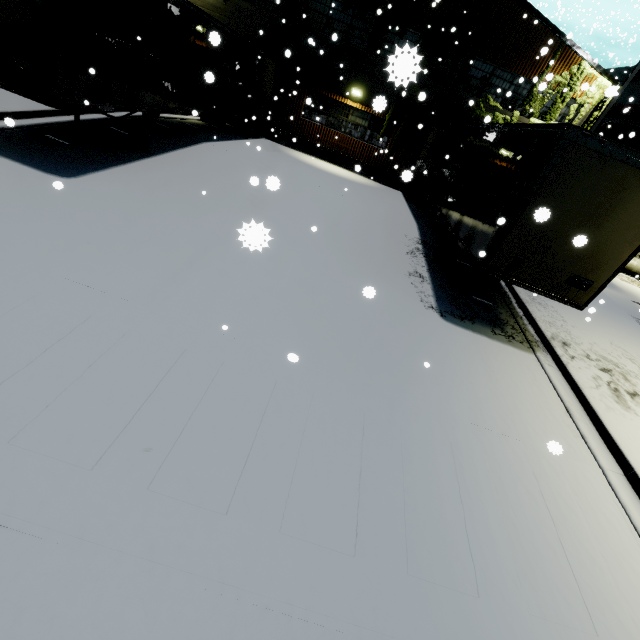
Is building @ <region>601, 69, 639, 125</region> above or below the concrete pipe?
above

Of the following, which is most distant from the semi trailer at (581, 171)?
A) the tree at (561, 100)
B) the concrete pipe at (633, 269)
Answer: the concrete pipe at (633, 269)

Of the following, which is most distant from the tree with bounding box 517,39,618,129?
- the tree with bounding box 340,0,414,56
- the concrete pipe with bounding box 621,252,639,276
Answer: the concrete pipe with bounding box 621,252,639,276

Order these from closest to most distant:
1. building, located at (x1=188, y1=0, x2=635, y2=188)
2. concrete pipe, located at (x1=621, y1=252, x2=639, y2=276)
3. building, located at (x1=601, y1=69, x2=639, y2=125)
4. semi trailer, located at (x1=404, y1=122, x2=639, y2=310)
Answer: semi trailer, located at (x1=404, y1=122, x2=639, y2=310)
building, located at (x1=188, y1=0, x2=635, y2=188)
concrete pipe, located at (x1=621, y1=252, x2=639, y2=276)
building, located at (x1=601, y1=69, x2=639, y2=125)

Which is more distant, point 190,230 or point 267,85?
point 267,85

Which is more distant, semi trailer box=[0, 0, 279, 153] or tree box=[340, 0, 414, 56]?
tree box=[340, 0, 414, 56]

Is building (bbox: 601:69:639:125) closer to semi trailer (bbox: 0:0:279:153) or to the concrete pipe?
semi trailer (bbox: 0:0:279:153)

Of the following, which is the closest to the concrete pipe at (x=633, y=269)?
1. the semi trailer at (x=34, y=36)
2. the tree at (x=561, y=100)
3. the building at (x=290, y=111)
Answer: the building at (x=290, y=111)
